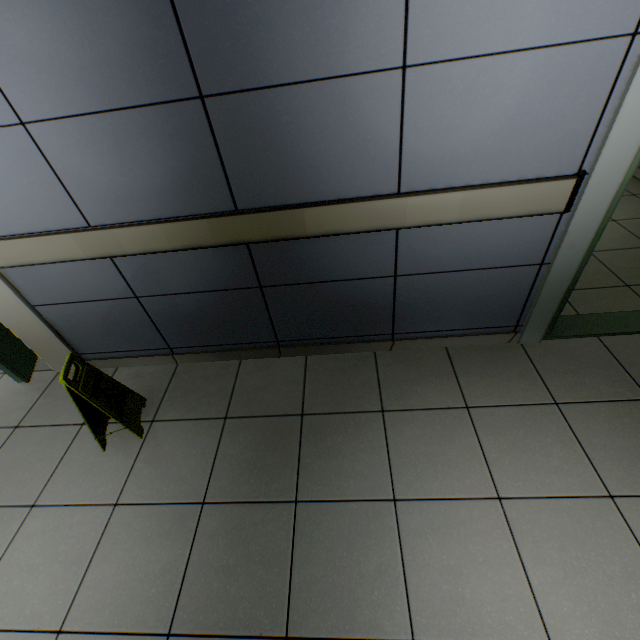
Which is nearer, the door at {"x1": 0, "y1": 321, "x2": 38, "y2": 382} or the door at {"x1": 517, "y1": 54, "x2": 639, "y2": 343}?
the door at {"x1": 517, "y1": 54, "x2": 639, "y2": 343}

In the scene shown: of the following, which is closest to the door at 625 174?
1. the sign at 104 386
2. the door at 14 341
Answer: the sign at 104 386

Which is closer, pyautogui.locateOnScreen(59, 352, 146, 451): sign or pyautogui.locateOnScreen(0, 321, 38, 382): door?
pyautogui.locateOnScreen(59, 352, 146, 451): sign

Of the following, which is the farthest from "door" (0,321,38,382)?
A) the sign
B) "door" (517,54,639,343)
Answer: "door" (517,54,639,343)

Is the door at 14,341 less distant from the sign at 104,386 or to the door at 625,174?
the sign at 104,386

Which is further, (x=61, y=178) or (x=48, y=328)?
(x=48, y=328)

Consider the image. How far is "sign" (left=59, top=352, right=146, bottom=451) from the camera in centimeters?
173cm
